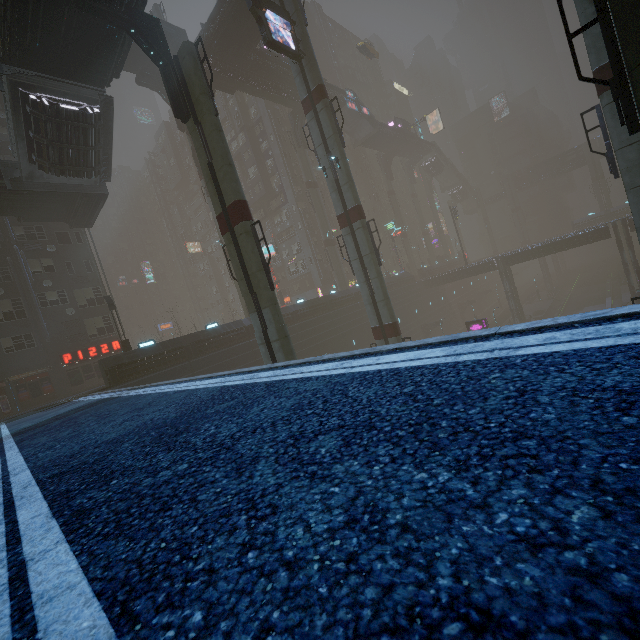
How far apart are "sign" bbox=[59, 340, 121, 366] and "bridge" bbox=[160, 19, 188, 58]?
25.8m

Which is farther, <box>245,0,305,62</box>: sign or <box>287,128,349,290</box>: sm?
<box>287,128,349,290</box>: sm

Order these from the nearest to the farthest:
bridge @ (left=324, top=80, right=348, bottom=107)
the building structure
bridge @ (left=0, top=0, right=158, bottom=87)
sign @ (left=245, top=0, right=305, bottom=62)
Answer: bridge @ (left=0, top=0, right=158, bottom=87)
sign @ (left=245, top=0, right=305, bottom=62)
bridge @ (left=324, top=80, right=348, bottom=107)
the building structure

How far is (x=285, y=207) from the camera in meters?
54.5 m

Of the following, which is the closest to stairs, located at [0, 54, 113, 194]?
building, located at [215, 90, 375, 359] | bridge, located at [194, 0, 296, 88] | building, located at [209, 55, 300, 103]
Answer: building, located at [215, 90, 375, 359]

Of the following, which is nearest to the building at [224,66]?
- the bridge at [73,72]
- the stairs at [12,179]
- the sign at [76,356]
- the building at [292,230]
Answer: the building at [292,230]

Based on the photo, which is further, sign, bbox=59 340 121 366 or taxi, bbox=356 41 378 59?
taxi, bbox=356 41 378 59

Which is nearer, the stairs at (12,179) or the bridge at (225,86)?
the stairs at (12,179)
